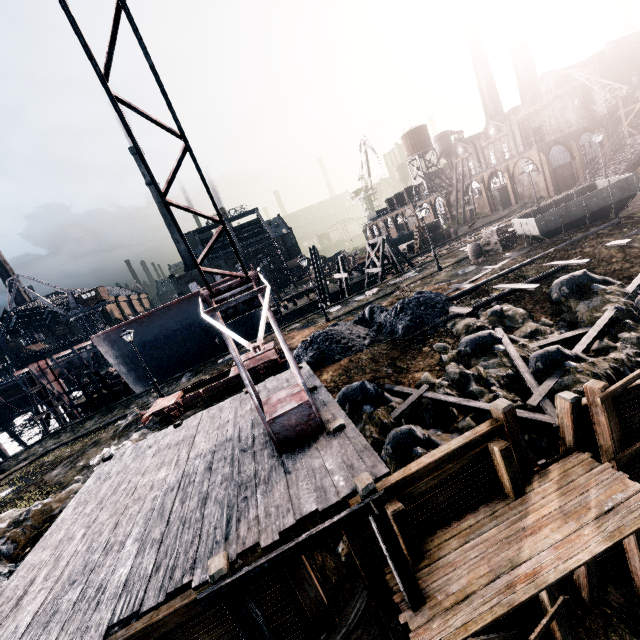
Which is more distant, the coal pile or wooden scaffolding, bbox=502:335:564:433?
the coal pile

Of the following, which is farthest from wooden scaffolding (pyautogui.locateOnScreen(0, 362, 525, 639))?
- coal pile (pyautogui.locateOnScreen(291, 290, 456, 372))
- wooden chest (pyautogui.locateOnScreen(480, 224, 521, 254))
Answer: wooden chest (pyautogui.locateOnScreen(480, 224, 521, 254))

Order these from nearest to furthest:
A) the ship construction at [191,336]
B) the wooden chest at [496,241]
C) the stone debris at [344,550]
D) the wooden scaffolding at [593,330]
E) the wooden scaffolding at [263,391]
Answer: the stone debris at [344,550] → the wooden scaffolding at [593,330] → the wooden scaffolding at [263,391] → the wooden chest at [496,241] → the ship construction at [191,336]

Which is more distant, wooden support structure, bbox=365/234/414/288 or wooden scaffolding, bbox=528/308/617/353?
wooden support structure, bbox=365/234/414/288

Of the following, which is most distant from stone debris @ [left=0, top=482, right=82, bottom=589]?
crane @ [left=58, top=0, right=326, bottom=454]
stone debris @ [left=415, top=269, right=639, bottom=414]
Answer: crane @ [left=58, top=0, right=326, bottom=454]

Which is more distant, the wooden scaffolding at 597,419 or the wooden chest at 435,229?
the wooden chest at 435,229

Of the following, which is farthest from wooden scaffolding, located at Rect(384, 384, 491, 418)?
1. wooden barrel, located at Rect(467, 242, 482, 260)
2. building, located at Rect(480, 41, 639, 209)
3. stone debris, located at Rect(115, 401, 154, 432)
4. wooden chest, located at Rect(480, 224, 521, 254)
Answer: building, located at Rect(480, 41, 639, 209)

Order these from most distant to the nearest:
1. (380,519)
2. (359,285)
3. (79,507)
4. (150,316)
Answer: (359,285) < (150,316) < (79,507) < (380,519)
